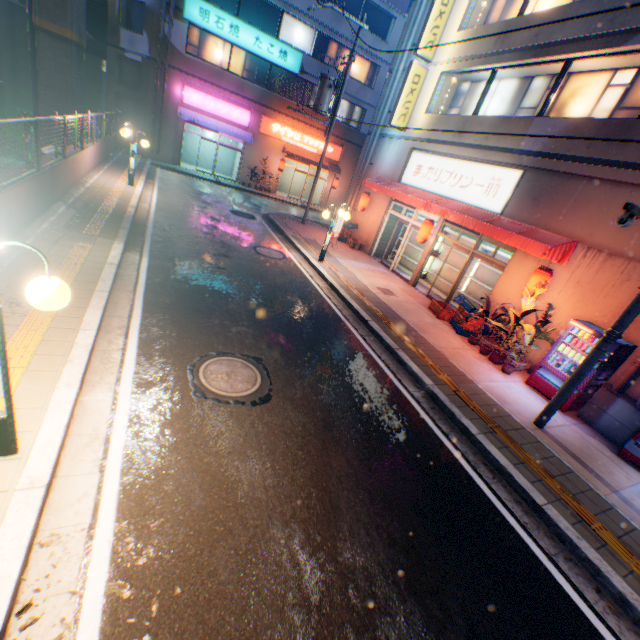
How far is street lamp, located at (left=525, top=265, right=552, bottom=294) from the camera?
8.7m

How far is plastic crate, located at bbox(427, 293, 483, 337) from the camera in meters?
10.4

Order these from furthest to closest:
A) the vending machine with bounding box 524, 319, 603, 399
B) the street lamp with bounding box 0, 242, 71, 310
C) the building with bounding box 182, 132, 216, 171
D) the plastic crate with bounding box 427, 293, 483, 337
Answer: the building with bounding box 182, 132, 216, 171, the plastic crate with bounding box 427, 293, 483, 337, the vending machine with bounding box 524, 319, 603, 399, the street lamp with bounding box 0, 242, 71, 310

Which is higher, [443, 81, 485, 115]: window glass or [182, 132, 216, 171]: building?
[443, 81, 485, 115]: window glass

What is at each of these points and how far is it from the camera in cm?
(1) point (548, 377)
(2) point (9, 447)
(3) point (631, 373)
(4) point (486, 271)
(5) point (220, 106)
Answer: (1) vending machine, 827
(2) street lamp, 311
(3) pipe, 725
(4) metal shelf, 1308
(5) sign, 2262

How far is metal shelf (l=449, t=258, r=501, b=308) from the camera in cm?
1276

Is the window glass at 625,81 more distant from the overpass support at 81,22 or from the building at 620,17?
the overpass support at 81,22

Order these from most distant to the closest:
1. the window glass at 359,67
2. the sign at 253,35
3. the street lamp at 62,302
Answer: the window glass at 359,67
the sign at 253,35
the street lamp at 62,302
